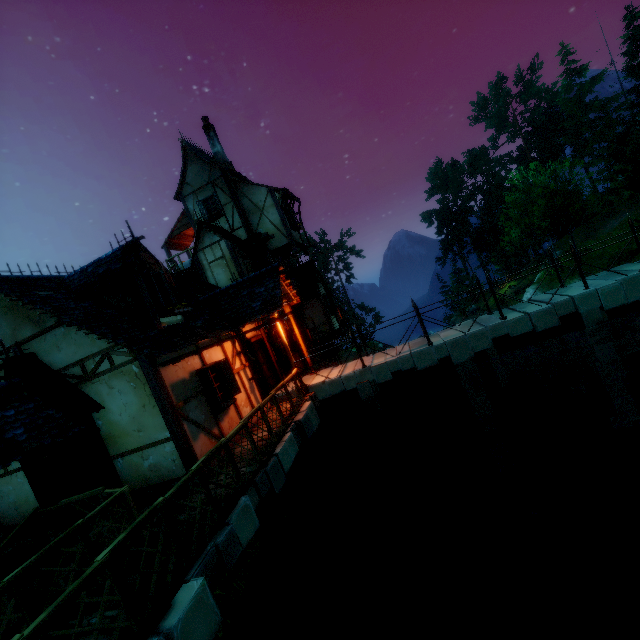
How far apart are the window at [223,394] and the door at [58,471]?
3.3 meters

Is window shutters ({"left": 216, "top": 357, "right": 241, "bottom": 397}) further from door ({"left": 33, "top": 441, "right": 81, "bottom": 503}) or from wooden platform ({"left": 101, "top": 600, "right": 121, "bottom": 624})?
→ door ({"left": 33, "top": 441, "right": 81, "bottom": 503})

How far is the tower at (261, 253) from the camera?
17.48m

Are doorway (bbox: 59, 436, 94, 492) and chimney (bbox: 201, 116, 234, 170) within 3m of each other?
no

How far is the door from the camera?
7.4m

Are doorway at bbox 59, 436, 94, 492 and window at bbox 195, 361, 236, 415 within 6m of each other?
yes

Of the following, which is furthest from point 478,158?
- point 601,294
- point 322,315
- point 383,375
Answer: point 383,375

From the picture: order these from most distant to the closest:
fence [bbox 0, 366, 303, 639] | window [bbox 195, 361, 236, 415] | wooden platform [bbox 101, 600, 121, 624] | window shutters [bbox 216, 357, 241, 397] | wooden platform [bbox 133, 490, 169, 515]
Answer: window shutters [bbox 216, 357, 241, 397] < window [bbox 195, 361, 236, 415] < wooden platform [bbox 133, 490, 169, 515] < wooden platform [bbox 101, 600, 121, 624] < fence [bbox 0, 366, 303, 639]
